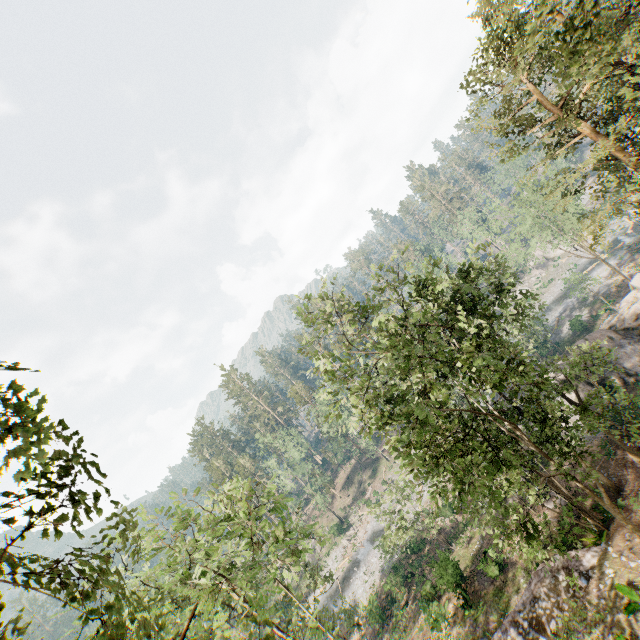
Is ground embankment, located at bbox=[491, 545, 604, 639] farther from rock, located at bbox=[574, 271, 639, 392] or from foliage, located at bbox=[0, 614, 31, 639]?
rock, located at bbox=[574, 271, 639, 392]

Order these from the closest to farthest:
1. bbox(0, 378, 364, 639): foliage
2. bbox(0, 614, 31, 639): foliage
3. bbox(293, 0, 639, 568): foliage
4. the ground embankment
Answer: bbox(0, 378, 364, 639): foliage
bbox(0, 614, 31, 639): foliage
bbox(293, 0, 639, 568): foliage
the ground embankment

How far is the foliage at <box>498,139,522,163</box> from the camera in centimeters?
1712cm

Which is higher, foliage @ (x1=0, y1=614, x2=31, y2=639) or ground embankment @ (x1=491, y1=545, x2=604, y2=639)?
foliage @ (x1=0, y1=614, x2=31, y2=639)

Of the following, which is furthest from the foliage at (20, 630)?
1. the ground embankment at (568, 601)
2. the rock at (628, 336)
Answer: the rock at (628, 336)

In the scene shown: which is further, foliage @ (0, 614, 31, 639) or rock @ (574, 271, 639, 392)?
rock @ (574, 271, 639, 392)

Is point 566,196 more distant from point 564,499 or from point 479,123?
point 564,499
